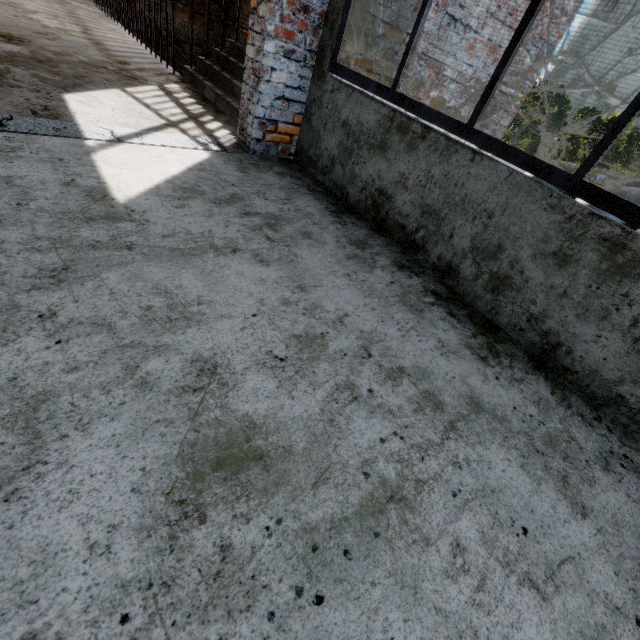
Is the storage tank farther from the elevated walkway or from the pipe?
the elevated walkway

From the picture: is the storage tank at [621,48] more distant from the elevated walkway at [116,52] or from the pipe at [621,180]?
the elevated walkway at [116,52]

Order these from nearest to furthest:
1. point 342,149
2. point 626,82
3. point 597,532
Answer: point 597,532
point 342,149
point 626,82

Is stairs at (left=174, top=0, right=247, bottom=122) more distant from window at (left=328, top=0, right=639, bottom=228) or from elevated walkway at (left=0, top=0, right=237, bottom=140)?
window at (left=328, top=0, right=639, bottom=228)

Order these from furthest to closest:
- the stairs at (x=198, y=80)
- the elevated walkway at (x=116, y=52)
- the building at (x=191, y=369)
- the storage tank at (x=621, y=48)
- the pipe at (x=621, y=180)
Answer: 1. the storage tank at (x=621, y=48)
2. the pipe at (x=621, y=180)
3. the stairs at (x=198, y=80)
4. the elevated walkway at (x=116, y=52)
5. the building at (x=191, y=369)

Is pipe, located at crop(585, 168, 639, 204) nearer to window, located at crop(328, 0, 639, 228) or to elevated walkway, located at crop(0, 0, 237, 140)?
elevated walkway, located at crop(0, 0, 237, 140)

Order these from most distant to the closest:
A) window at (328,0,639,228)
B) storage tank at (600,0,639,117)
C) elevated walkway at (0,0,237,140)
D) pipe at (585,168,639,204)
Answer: storage tank at (600,0,639,117), pipe at (585,168,639,204), elevated walkway at (0,0,237,140), window at (328,0,639,228)

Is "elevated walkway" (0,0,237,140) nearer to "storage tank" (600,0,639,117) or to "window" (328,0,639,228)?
"window" (328,0,639,228)
